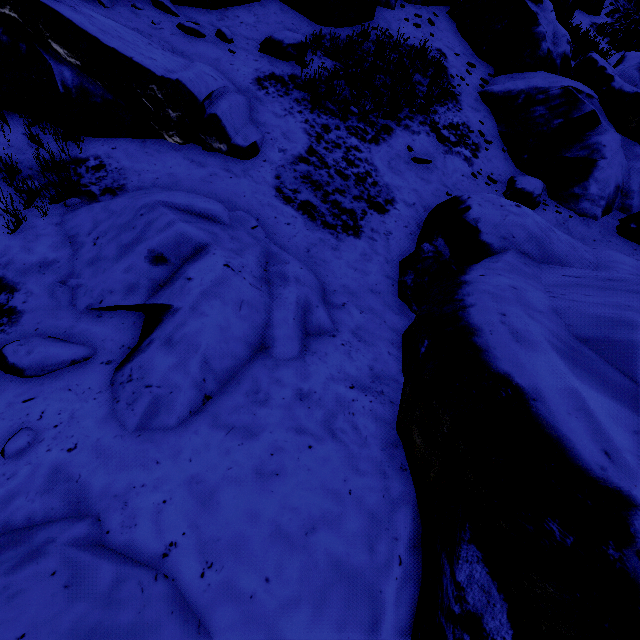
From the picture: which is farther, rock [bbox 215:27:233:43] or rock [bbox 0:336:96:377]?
rock [bbox 215:27:233:43]

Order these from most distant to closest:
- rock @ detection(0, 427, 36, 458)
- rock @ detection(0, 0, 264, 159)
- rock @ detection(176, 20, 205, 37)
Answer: rock @ detection(176, 20, 205, 37) < rock @ detection(0, 0, 264, 159) < rock @ detection(0, 427, 36, 458)

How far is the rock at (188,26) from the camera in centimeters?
639cm

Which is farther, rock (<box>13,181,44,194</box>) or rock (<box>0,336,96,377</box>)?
rock (<box>13,181,44,194</box>)

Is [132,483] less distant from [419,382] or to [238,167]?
[419,382]

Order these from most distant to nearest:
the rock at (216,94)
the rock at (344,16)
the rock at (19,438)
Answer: the rock at (344,16), the rock at (216,94), the rock at (19,438)

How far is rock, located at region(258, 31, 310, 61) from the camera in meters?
6.8
